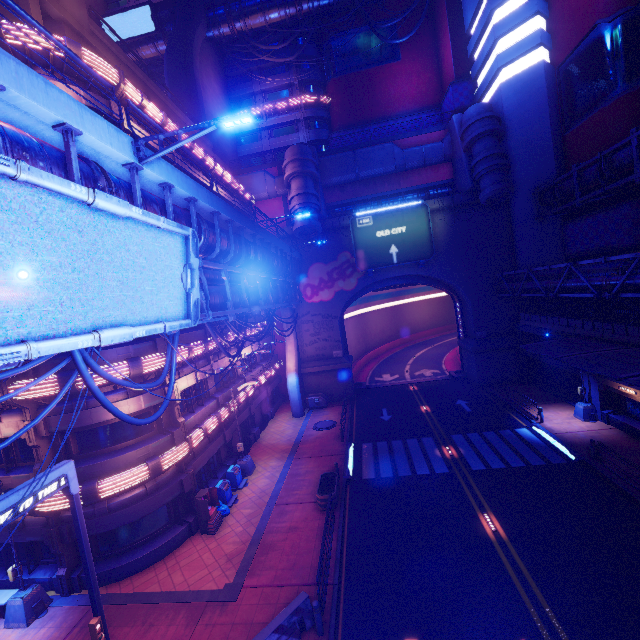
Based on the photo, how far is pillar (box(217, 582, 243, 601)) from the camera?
12.19m

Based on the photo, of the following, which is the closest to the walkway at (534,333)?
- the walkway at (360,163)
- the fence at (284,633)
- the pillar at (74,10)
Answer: the walkway at (360,163)

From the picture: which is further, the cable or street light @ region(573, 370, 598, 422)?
street light @ region(573, 370, 598, 422)

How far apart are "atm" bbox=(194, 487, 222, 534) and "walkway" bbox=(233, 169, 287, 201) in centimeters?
2865cm

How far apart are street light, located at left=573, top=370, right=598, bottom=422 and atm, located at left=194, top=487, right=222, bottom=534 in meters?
23.3

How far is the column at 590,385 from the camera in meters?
20.8 m

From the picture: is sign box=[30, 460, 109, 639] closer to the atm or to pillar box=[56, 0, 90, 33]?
the atm

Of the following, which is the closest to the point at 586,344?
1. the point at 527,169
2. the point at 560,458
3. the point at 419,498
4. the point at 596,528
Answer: the point at 560,458
